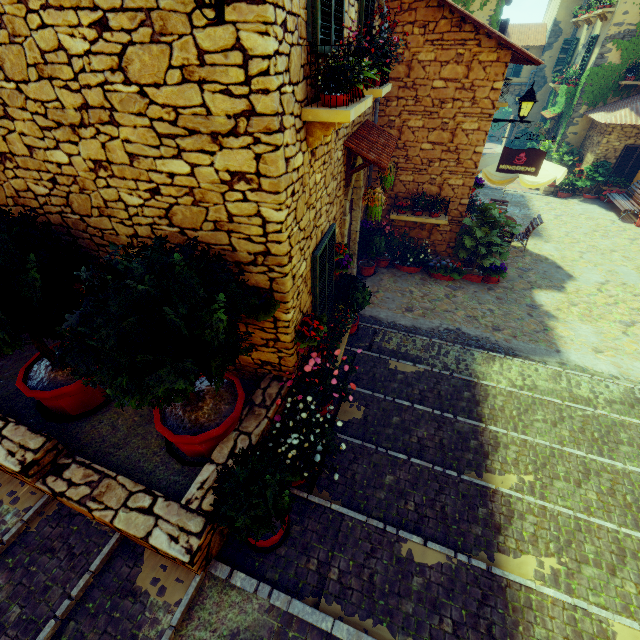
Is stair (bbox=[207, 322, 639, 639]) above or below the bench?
above

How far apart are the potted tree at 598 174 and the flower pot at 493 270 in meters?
9.7 m

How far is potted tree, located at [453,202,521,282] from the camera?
8.1m

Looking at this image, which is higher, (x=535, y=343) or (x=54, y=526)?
(x=54, y=526)

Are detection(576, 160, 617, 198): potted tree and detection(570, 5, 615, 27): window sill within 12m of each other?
yes

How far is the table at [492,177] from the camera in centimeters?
870cm

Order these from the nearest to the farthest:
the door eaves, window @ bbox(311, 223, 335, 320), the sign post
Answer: window @ bbox(311, 223, 335, 320) → the door eaves → the sign post

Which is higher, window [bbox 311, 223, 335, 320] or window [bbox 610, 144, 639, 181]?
window [bbox 311, 223, 335, 320]
